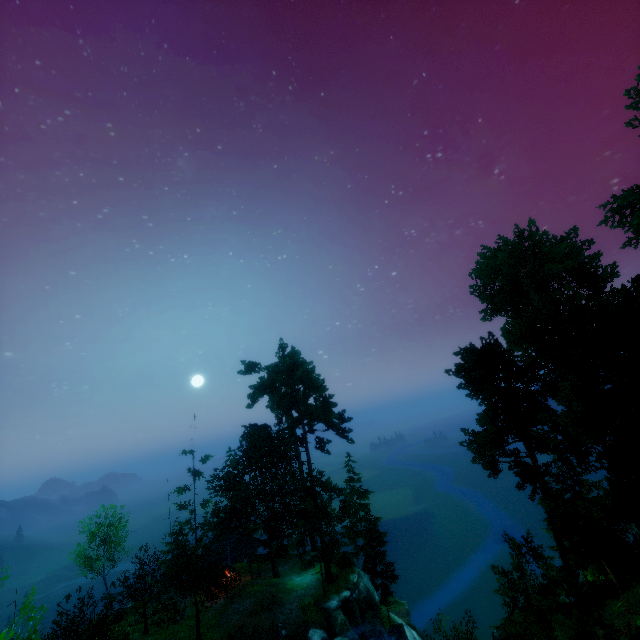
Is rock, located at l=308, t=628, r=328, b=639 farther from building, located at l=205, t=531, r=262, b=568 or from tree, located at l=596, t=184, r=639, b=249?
building, located at l=205, t=531, r=262, b=568

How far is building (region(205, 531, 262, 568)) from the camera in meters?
32.6

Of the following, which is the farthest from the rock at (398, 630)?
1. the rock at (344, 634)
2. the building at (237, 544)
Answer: the building at (237, 544)

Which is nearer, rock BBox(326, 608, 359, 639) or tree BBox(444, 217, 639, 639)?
tree BBox(444, 217, 639, 639)

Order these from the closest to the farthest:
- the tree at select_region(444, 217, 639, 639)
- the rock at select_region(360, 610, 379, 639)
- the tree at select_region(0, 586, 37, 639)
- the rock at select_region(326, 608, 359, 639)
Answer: the tree at select_region(0, 586, 37, 639) < the tree at select_region(444, 217, 639, 639) < the rock at select_region(326, 608, 359, 639) < the rock at select_region(360, 610, 379, 639)

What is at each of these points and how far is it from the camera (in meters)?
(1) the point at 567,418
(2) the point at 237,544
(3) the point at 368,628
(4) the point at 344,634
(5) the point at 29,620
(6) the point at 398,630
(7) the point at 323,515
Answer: (1) tree, 12.05
(2) building, 34.12
(3) rock, 27.28
(4) rock, 25.67
(5) tree, 5.80
(6) rock, 27.19
(7) tree, 31.16

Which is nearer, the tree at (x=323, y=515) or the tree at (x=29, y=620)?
the tree at (x=29, y=620)

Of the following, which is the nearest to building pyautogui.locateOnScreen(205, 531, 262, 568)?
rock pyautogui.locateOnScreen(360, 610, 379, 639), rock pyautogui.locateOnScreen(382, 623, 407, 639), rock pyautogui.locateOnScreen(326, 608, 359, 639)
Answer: rock pyautogui.locateOnScreen(326, 608, 359, 639)
